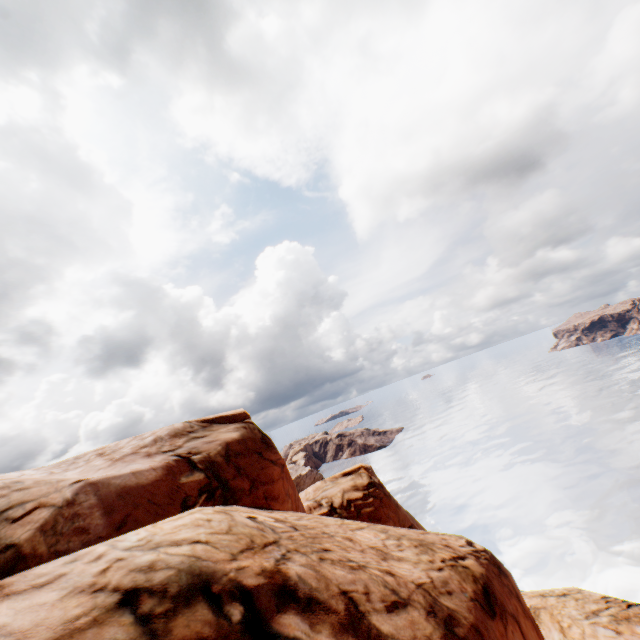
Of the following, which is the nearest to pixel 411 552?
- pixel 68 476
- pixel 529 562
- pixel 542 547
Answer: pixel 68 476
